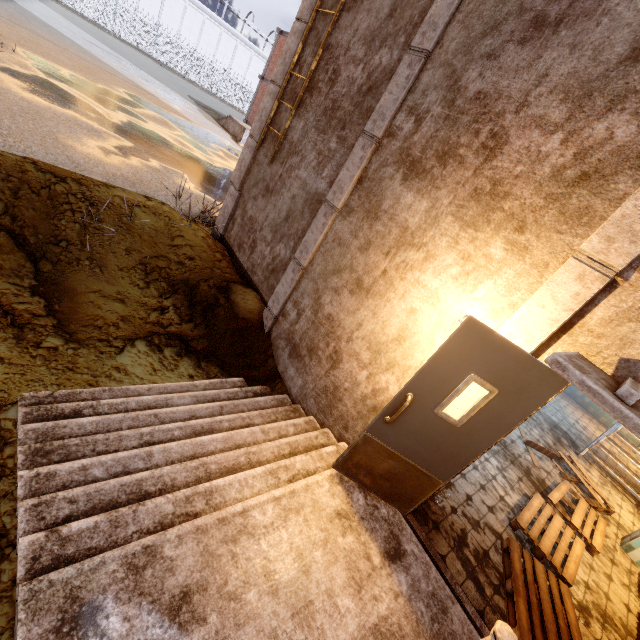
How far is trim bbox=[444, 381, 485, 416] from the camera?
3.0m

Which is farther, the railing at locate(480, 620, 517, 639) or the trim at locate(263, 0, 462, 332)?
the trim at locate(263, 0, 462, 332)

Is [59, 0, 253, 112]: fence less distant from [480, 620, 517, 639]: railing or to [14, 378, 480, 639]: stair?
[14, 378, 480, 639]: stair

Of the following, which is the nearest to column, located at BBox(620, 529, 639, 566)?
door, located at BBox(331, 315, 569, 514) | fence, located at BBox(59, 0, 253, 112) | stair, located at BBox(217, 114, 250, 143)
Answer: door, located at BBox(331, 315, 569, 514)

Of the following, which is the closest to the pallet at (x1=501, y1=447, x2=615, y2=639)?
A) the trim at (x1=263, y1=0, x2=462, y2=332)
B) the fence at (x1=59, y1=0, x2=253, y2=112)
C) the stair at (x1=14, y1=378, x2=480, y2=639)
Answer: the trim at (x1=263, y1=0, x2=462, y2=332)

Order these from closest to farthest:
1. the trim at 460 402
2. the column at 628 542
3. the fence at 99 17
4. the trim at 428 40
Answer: the trim at 460 402 < the trim at 428 40 < the column at 628 542 < the fence at 99 17

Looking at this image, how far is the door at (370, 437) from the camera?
2.6m

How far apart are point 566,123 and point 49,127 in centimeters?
909cm
